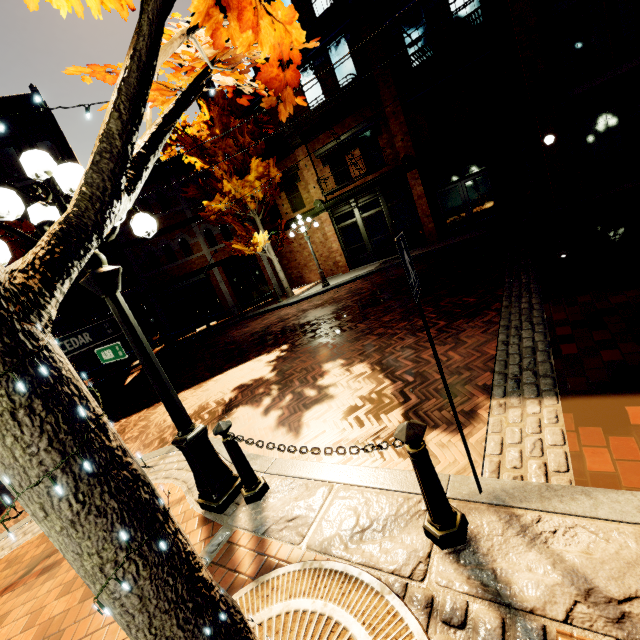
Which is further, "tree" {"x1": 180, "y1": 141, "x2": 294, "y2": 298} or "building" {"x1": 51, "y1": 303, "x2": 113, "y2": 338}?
"building" {"x1": 51, "y1": 303, "x2": 113, "y2": 338}

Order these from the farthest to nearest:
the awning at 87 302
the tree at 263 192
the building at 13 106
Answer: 1. the building at 13 106
2. the tree at 263 192
3. the awning at 87 302

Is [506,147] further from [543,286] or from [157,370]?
[157,370]

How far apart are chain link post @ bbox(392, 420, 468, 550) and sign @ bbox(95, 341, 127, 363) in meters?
2.6

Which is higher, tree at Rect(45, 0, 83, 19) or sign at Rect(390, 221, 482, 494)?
tree at Rect(45, 0, 83, 19)

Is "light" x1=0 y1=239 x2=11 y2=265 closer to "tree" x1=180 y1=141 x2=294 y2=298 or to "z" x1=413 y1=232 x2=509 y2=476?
"z" x1=413 y1=232 x2=509 y2=476

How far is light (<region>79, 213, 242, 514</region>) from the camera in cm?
288

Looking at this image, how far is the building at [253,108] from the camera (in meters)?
16.86
